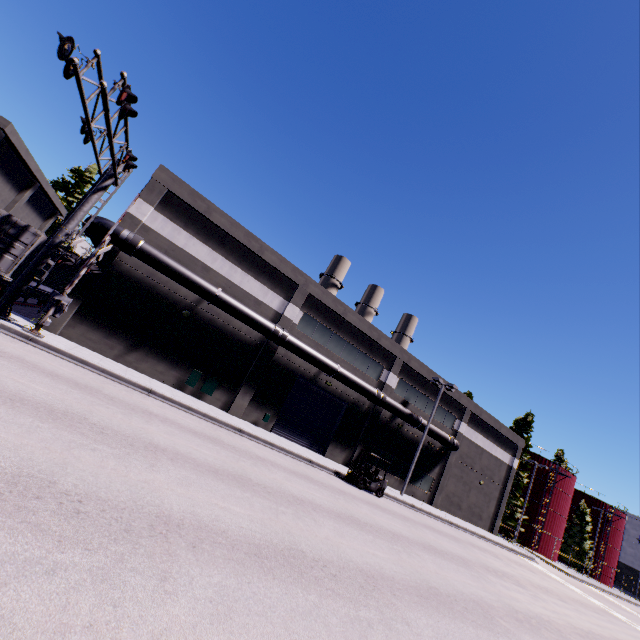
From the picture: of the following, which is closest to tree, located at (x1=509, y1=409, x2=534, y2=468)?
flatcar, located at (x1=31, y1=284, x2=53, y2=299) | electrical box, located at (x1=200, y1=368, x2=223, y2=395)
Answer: electrical box, located at (x1=200, y1=368, x2=223, y2=395)

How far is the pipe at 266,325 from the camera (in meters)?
17.08

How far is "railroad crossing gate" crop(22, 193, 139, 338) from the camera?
13.6 meters

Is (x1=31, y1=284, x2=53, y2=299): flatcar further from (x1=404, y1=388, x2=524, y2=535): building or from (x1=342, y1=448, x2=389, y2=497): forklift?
(x1=342, y1=448, x2=389, y2=497): forklift

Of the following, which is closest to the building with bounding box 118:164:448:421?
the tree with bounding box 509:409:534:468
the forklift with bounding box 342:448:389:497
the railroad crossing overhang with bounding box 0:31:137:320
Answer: the railroad crossing overhang with bounding box 0:31:137:320

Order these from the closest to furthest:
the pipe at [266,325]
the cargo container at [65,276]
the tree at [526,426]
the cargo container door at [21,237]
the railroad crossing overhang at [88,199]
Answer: the railroad crossing overhang at [88,199], the cargo container door at [21,237], the pipe at [266,325], the cargo container at [65,276], the tree at [526,426]

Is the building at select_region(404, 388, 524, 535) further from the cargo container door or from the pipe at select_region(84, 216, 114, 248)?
the cargo container door

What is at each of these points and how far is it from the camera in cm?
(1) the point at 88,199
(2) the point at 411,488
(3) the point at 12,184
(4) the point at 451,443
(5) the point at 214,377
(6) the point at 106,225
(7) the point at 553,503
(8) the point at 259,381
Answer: (1) railroad crossing overhang, 1504
(2) building, 2894
(3) building, 2934
(4) pipe, 2933
(5) electrical box, 2022
(6) pipe, 1647
(7) silo, 4528
(8) building, 2164
